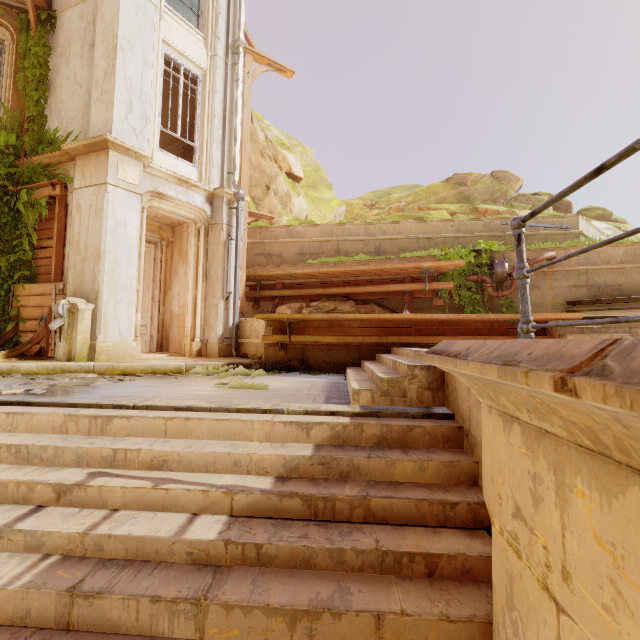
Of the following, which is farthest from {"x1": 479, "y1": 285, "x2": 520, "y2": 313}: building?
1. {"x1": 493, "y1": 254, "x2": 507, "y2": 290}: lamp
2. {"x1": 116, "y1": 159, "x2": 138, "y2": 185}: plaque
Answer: {"x1": 116, "y1": 159, "x2": 138, "y2": 185}: plaque

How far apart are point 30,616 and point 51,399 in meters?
2.2 m

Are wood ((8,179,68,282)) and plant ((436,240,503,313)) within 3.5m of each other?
no

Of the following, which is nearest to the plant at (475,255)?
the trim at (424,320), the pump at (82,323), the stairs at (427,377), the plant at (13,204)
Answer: the trim at (424,320)

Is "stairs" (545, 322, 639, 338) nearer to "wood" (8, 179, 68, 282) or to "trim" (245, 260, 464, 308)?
"trim" (245, 260, 464, 308)

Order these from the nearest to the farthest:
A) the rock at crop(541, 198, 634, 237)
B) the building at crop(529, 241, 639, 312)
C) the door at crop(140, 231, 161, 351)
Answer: the building at crop(529, 241, 639, 312) < the door at crop(140, 231, 161, 351) < the rock at crop(541, 198, 634, 237)

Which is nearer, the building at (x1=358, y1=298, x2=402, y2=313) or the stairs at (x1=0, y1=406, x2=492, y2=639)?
the stairs at (x1=0, y1=406, x2=492, y2=639)

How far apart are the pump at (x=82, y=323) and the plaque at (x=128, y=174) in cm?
255
